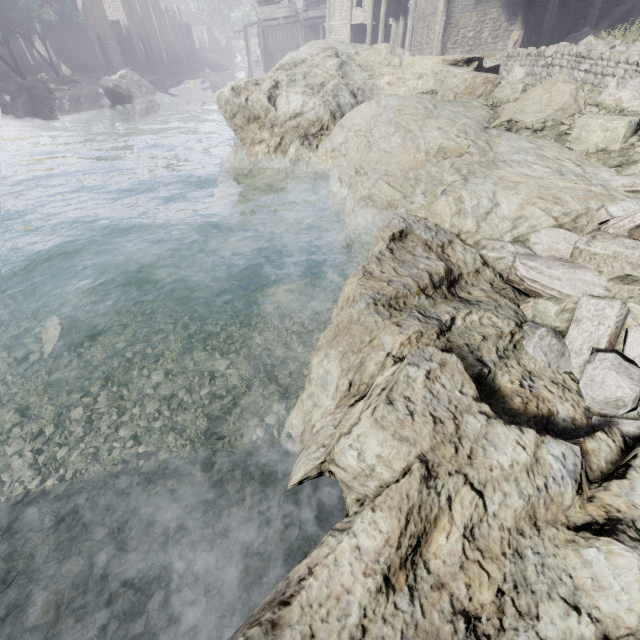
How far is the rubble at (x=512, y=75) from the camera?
9.94m

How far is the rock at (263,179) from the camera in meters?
10.1

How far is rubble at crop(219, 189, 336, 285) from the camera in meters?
8.4 m

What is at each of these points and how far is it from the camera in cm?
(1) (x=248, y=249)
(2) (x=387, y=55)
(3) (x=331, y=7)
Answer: (1) rubble, 901
(2) rock, 1210
(3) building, 2973

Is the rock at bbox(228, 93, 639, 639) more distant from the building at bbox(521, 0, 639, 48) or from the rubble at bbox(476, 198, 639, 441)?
the building at bbox(521, 0, 639, 48)

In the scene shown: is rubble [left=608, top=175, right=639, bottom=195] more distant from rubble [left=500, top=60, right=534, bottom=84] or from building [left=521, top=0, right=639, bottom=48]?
building [left=521, top=0, right=639, bottom=48]

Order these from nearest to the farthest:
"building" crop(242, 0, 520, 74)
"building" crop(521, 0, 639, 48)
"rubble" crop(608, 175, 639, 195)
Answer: "rubble" crop(608, 175, 639, 195)
"building" crop(521, 0, 639, 48)
"building" crop(242, 0, 520, 74)

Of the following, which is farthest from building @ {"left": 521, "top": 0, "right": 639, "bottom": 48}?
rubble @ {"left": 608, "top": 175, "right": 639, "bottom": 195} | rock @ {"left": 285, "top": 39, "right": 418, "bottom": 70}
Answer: rubble @ {"left": 608, "top": 175, "right": 639, "bottom": 195}
